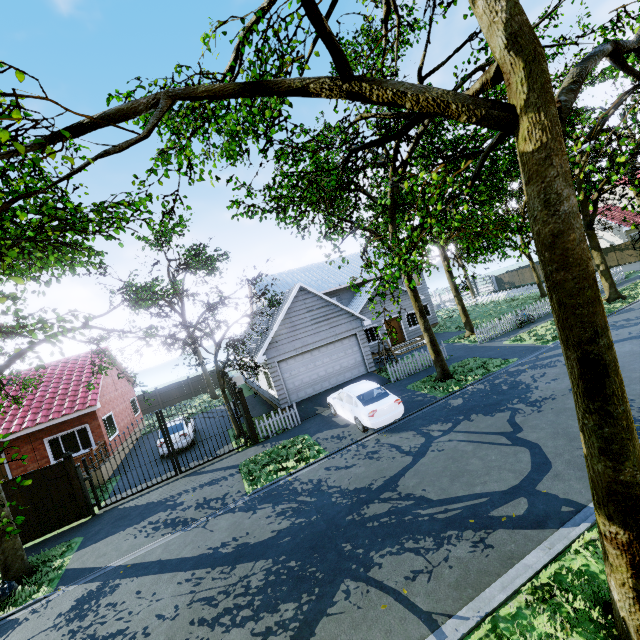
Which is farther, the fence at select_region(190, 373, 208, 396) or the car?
the fence at select_region(190, 373, 208, 396)

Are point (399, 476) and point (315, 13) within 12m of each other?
yes

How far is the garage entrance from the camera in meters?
16.2

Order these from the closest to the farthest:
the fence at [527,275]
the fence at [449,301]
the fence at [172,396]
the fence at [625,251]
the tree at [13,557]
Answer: the tree at [13,557] → the fence at [625,251] → the fence at [172,396] → the fence at [449,301] → the fence at [527,275]

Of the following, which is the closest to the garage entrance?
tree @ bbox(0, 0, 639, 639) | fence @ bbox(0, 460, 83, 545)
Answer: tree @ bbox(0, 0, 639, 639)

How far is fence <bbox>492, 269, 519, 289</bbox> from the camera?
46.1 meters

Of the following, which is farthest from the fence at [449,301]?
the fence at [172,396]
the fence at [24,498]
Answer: the fence at [24,498]

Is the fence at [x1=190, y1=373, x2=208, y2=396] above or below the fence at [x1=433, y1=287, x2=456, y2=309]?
above
